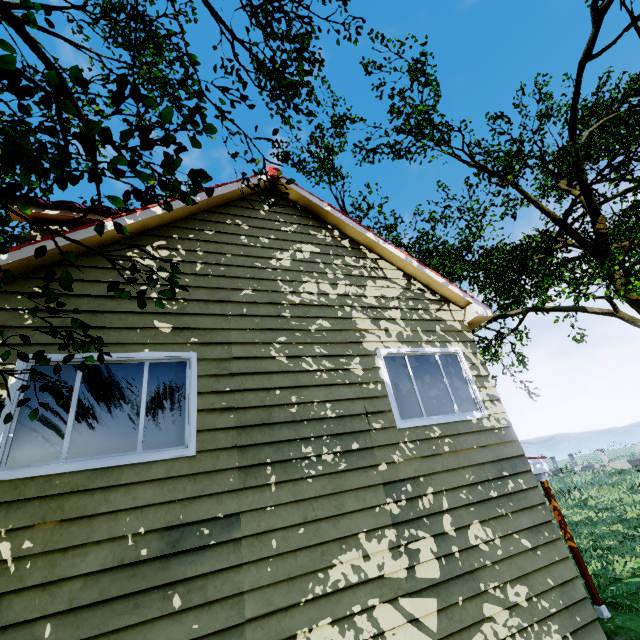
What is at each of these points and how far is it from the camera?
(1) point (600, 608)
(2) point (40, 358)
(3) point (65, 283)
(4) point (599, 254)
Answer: (1) pillar, 6.99m
(2) tree, 2.89m
(3) tree, 2.03m
(4) tree, 15.07m

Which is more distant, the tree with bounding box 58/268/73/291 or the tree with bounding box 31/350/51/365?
the tree with bounding box 31/350/51/365

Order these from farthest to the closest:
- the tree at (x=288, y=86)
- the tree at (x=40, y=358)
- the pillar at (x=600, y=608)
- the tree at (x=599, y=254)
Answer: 1. the tree at (x=599, y=254)
2. the pillar at (x=600, y=608)
3. the tree at (x=288, y=86)
4. the tree at (x=40, y=358)

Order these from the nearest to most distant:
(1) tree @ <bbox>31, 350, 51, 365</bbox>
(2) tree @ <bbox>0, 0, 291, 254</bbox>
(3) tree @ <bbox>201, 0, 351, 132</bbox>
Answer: (2) tree @ <bbox>0, 0, 291, 254</bbox> → (1) tree @ <bbox>31, 350, 51, 365</bbox> → (3) tree @ <bbox>201, 0, 351, 132</bbox>

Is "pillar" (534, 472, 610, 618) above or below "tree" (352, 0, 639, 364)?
below

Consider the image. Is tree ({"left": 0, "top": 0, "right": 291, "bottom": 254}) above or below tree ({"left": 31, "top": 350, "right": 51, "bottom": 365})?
above

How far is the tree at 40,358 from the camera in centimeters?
286cm
